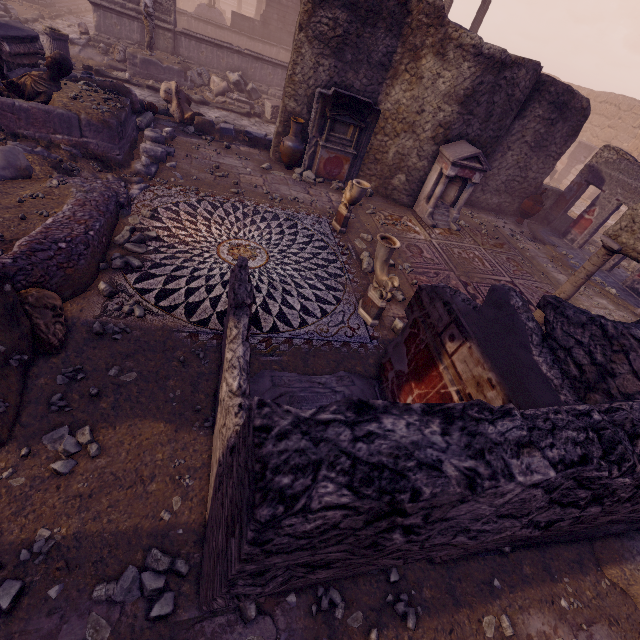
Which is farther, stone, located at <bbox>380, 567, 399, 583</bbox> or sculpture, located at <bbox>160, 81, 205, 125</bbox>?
sculpture, located at <bbox>160, 81, 205, 125</bbox>

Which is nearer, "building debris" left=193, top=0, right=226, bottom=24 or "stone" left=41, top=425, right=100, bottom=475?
"stone" left=41, top=425, right=100, bottom=475

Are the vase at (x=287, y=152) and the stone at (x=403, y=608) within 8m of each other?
no

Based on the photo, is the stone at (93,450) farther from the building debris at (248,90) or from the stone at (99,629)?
the building debris at (248,90)

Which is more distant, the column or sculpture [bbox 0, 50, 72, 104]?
sculpture [bbox 0, 50, 72, 104]

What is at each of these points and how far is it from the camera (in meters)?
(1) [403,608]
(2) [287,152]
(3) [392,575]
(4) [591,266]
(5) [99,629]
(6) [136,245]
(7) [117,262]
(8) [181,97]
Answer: (1) stone, 2.81
(2) vase, 9.09
(3) stone, 2.99
(4) column, 5.59
(5) stone, 2.27
(6) rocks, 5.19
(7) rocks, 4.71
(8) sculpture, 9.79

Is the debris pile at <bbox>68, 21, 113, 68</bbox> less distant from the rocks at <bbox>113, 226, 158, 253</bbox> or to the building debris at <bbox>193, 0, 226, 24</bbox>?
the building debris at <bbox>193, 0, 226, 24</bbox>

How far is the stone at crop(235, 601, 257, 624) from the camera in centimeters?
247cm
